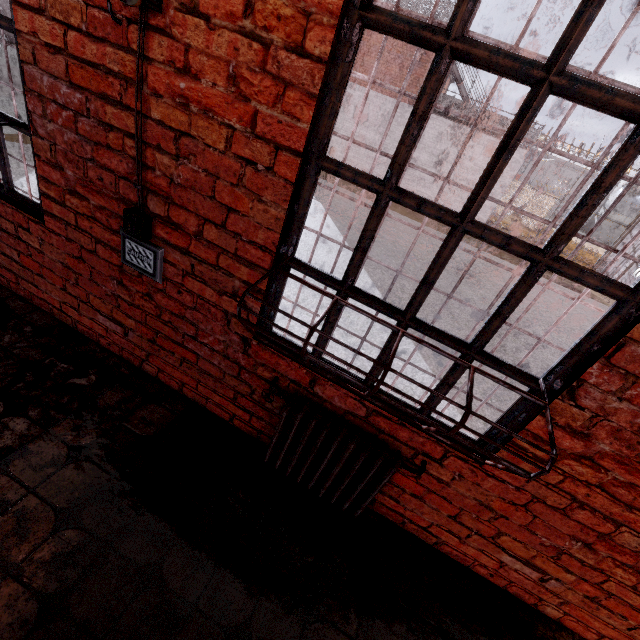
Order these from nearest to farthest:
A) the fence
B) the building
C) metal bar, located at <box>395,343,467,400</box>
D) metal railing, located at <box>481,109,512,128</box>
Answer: metal bar, located at <box>395,343,467,400</box> < metal railing, located at <box>481,109,512,128</box> < the fence < the building

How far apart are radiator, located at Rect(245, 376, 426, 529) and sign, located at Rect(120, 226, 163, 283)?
0.9m

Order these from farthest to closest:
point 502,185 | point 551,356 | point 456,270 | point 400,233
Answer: Result:
1. point 502,185
2. point 400,233
3. point 456,270
4. point 551,356

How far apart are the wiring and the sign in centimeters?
7cm

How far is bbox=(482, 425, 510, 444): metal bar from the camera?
1.5m

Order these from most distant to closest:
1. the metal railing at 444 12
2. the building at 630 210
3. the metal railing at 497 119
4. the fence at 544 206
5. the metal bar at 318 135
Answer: the building at 630 210, the fence at 544 206, the metal railing at 497 119, the metal railing at 444 12, the metal bar at 318 135

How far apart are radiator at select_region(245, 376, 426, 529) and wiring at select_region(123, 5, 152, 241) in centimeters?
107cm

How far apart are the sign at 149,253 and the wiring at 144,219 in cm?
7
